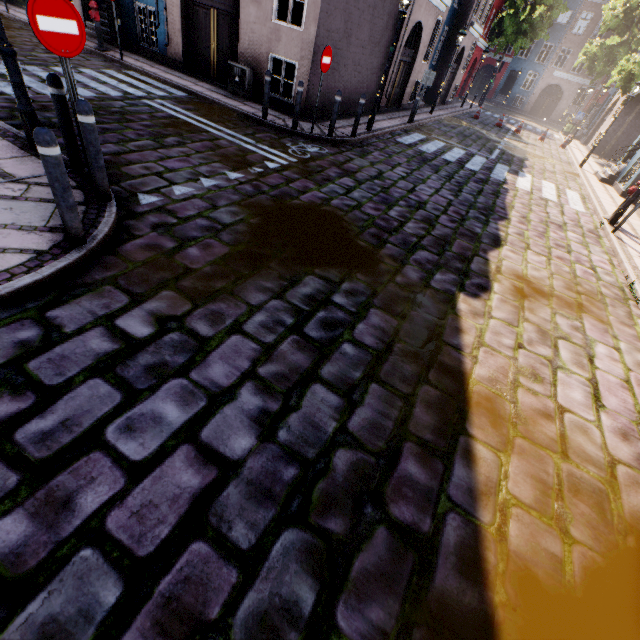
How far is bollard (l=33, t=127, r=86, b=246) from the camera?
2.78m

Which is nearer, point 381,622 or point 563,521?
point 381,622

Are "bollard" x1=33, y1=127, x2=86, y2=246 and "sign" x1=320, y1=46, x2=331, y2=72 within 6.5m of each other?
no

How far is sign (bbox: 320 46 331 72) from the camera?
7.9 meters

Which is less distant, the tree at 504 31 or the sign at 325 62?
the sign at 325 62

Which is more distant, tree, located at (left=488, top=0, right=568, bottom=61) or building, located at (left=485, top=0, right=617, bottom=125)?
building, located at (left=485, top=0, right=617, bottom=125)

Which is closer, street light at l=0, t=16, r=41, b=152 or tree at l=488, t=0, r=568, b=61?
street light at l=0, t=16, r=41, b=152

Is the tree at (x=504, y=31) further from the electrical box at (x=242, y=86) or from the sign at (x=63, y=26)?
the sign at (x=63, y=26)
